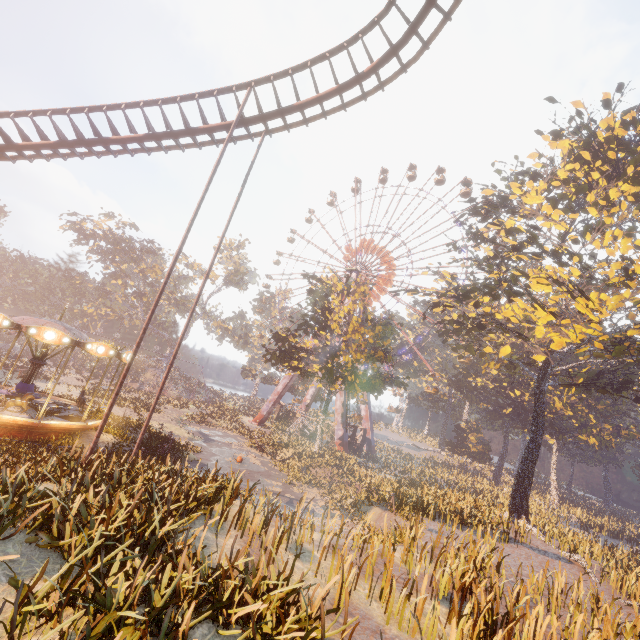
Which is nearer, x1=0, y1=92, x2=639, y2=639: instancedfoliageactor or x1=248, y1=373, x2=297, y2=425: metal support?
x1=0, y1=92, x2=639, y2=639: instancedfoliageactor

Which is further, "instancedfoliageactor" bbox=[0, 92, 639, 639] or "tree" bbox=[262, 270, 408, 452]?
"tree" bbox=[262, 270, 408, 452]

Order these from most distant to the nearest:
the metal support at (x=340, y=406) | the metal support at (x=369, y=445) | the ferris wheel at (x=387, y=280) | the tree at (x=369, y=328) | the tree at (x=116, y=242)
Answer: the tree at (x=116, y=242) → the ferris wheel at (x=387, y=280) → the metal support at (x=369, y=445) → the metal support at (x=340, y=406) → the tree at (x=369, y=328)

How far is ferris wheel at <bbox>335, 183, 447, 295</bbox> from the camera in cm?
4857

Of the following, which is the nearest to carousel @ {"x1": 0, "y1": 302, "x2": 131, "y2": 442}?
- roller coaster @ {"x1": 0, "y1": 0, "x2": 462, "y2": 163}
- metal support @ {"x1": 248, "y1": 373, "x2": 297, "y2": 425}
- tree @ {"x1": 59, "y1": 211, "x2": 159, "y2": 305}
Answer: roller coaster @ {"x1": 0, "y1": 0, "x2": 462, "y2": 163}

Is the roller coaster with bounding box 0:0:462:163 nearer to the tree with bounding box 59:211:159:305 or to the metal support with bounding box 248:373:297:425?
the tree with bounding box 59:211:159:305

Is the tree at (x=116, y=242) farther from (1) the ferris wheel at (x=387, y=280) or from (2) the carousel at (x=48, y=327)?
(2) the carousel at (x=48, y=327)

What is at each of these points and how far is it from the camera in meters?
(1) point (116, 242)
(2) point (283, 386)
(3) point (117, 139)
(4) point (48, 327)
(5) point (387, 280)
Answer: (1) tree, 50.9
(2) metal support, 48.1
(3) roller coaster, 15.1
(4) carousel, 13.6
(5) ferris wheel, 49.7
